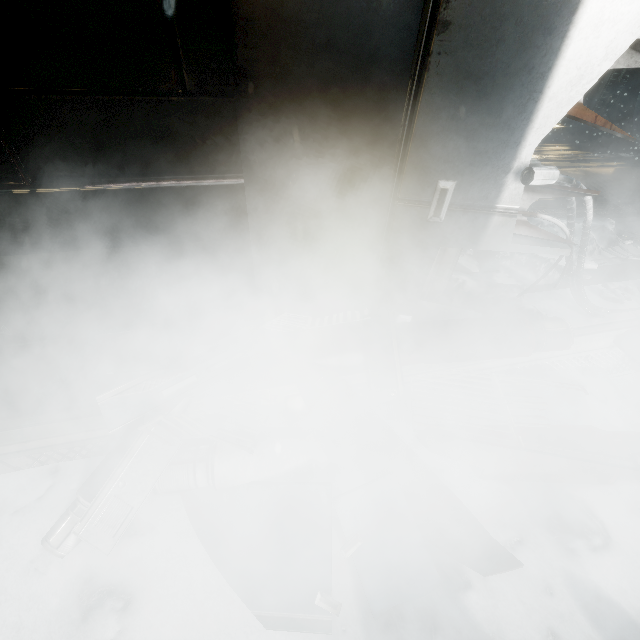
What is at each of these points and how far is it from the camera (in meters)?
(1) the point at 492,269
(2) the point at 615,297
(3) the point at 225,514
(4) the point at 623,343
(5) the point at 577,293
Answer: (1) snow pile, 3.42
(2) rock, 3.16
(3) wall rubble, 1.85
(4) wall rubble, 2.84
(5) wires, 2.76

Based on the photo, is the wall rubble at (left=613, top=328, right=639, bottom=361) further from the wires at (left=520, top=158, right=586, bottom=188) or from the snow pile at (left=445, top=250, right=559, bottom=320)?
the snow pile at (left=445, top=250, right=559, bottom=320)

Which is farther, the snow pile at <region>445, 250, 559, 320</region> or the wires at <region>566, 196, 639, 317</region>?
the snow pile at <region>445, 250, 559, 320</region>

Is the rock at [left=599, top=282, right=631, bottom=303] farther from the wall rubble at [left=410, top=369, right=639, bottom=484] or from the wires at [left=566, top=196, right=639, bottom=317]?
the wall rubble at [left=410, top=369, right=639, bottom=484]

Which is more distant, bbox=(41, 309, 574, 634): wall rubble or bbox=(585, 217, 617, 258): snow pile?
bbox=(585, 217, 617, 258): snow pile

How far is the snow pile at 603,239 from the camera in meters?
3.8

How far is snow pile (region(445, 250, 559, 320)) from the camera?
2.8 meters

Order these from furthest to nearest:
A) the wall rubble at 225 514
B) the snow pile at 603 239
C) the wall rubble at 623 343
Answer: the snow pile at 603 239, the wall rubble at 623 343, the wall rubble at 225 514
